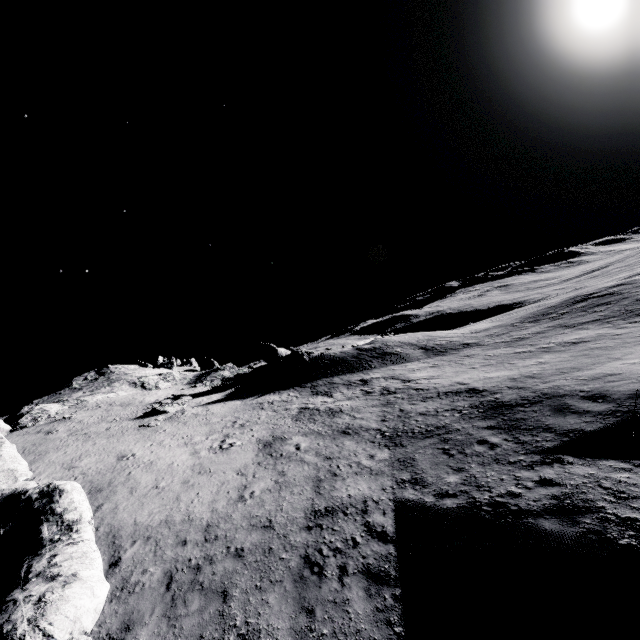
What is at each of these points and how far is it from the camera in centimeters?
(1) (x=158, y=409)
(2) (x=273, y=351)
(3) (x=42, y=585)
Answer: (1) stone, 2784cm
(2) stone, 4012cm
(3) stone, 838cm

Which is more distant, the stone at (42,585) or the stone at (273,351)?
the stone at (273,351)

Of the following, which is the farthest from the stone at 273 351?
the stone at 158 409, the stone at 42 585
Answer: the stone at 42 585

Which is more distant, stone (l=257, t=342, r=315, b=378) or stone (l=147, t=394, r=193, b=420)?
stone (l=257, t=342, r=315, b=378)

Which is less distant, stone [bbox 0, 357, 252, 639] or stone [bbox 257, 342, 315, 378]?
stone [bbox 0, 357, 252, 639]

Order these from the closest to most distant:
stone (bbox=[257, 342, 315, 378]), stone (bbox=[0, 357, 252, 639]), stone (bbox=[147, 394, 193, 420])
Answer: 1. stone (bbox=[0, 357, 252, 639])
2. stone (bbox=[147, 394, 193, 420])
3. stone (bbox=[257, 342, 315, 378])

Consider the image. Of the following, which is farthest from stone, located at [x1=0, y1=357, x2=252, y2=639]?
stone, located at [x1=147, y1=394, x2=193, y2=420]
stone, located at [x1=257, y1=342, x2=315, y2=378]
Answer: stone, located at [x1=257, y1=342, x2=315, y2=378]
